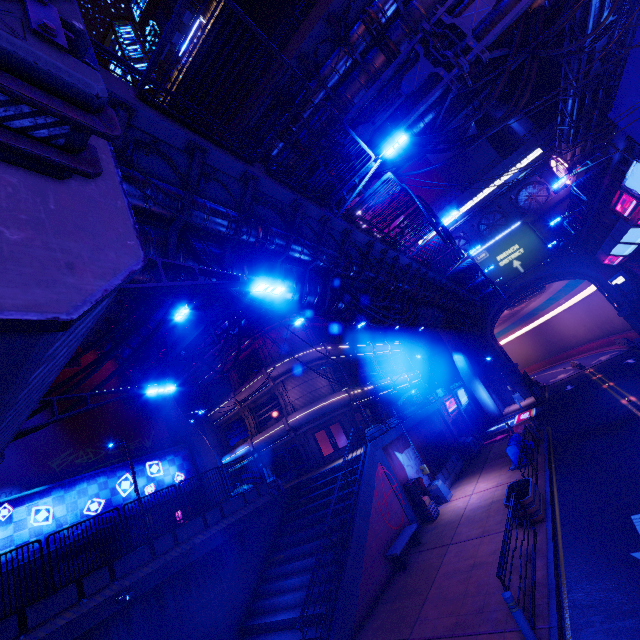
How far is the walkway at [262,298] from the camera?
9.4 meters

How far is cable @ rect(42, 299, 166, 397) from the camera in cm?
908

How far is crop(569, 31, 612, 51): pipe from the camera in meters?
22.4

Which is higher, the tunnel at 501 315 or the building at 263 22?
the building at 263 22

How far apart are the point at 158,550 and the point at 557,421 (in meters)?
26.10

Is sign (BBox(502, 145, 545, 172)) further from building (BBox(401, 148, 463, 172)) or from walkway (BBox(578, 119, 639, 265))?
walkway (BBox(578, 119, 639, 265))

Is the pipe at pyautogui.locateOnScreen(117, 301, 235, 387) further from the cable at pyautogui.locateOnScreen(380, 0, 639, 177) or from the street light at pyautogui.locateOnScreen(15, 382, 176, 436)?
the street light at pyautogui.locateOnScreen(15, 382, 176, 436)

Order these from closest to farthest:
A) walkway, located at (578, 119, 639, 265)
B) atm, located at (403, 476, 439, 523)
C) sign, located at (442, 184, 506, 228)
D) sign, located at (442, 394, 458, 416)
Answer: atm, located at (403, 476, 439, 523) → walkway, located at (578, 119, 639, 265) → sign, located at (442, 394, 458, 416) → sign, located at (442, 184, 506, 228)
